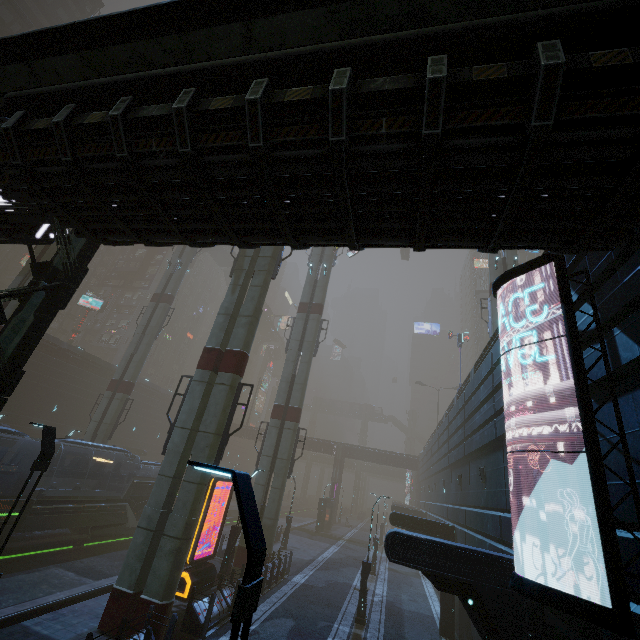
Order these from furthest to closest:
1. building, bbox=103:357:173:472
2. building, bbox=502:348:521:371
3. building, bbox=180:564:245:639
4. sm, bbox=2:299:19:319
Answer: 1. building, bbox=103:357:173:472
2. sm, bbox=2:299:19:319
3. building, bbox=180:564:245:639
4. building, bbox=502:348:521:371

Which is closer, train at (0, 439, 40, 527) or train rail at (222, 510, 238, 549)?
train at (0, 439, 40, 527)

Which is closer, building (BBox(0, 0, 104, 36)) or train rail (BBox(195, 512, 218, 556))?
train rail (BBox(195, 512, 218, 556))

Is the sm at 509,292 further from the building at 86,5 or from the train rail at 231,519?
the train rail at 231,519

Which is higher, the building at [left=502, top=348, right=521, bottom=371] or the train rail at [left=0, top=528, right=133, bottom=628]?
the building at [left=502, top=348, right=521, bottom=371]

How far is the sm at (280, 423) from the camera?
21.2 meters

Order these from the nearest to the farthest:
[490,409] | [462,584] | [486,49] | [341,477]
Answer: [486,49] < [462,584] < [490,409] < [341,477]
